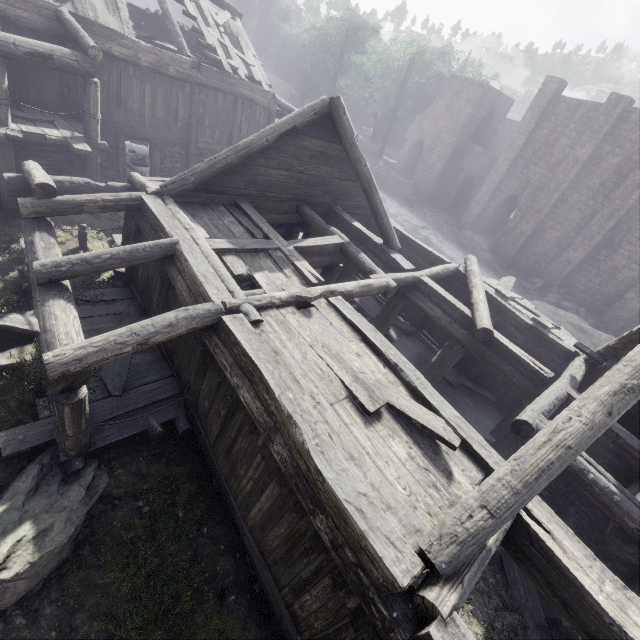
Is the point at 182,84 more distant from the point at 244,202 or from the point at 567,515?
the point at 567,515

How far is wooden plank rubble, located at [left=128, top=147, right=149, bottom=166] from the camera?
19.48m

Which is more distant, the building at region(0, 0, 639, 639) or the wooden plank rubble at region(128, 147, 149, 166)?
the wooden plank rubble at region(128, 147, 149, 166)

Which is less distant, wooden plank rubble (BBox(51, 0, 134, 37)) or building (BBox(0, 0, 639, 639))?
building (BBox(0, 0, 639, 639))

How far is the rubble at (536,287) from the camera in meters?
24.0

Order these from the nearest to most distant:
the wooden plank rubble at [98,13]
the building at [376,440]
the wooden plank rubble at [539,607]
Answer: the building at [376,440] < the wooden plank rubble at [539,607] < the wooden plank rubble at [98,13]

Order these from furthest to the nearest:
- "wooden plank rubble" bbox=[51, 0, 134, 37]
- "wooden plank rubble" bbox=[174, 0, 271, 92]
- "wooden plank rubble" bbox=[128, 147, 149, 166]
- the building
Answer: "wooden plank rubble" bbox=[128, 147, 149, 166] → "wooden plank rubble" bbox=[174, 0, 271, 92] → "wooden plank rubble" bbox=[51, 0, 134, 37] → the building

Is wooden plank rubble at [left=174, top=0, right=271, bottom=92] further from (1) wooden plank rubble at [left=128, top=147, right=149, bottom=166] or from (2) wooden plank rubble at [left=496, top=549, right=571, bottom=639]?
(2) wooden plank rubble at [left=496, top=549, right=571, bottom=639]
